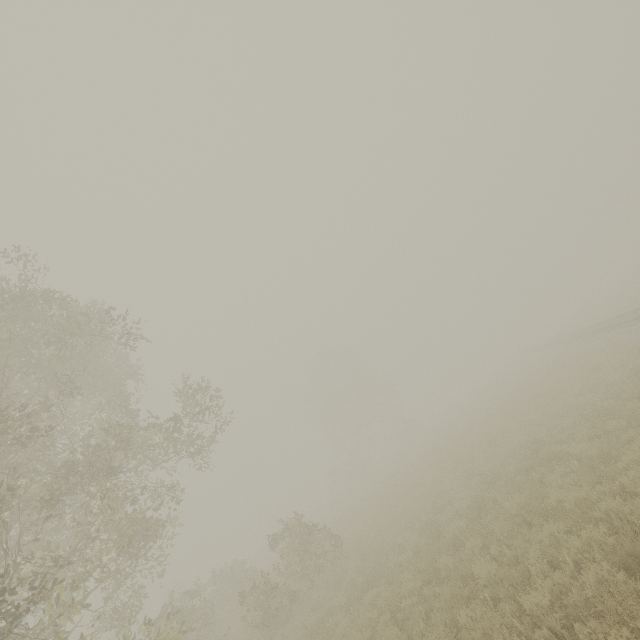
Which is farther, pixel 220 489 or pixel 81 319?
pixel 220 489
